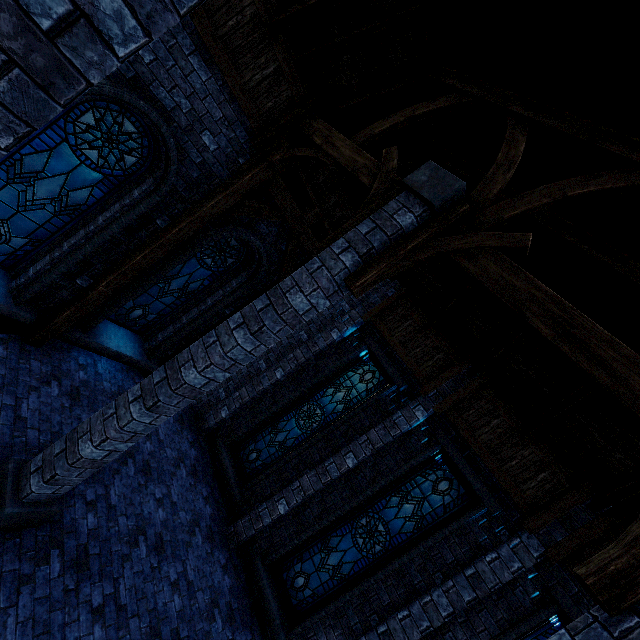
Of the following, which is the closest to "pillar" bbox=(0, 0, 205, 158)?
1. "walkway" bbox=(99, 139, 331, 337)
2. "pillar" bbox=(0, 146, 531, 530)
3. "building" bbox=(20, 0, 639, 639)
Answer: "building" bbox=(20, 0, 639, 639)

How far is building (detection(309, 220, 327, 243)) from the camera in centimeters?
793cm

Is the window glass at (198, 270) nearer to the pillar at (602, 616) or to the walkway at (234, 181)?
the walkway at (234, 181)

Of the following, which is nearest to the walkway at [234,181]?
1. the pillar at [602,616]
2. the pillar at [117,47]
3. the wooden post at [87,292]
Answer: the wooden post at [87,292]

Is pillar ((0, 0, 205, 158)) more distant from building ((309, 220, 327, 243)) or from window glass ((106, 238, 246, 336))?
window glass ((106, 238, 246, 336))

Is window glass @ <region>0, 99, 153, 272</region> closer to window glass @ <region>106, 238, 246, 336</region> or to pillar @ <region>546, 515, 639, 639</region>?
window glass @ <region>106, 238, 246, 336</region>

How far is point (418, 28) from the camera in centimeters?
486cm

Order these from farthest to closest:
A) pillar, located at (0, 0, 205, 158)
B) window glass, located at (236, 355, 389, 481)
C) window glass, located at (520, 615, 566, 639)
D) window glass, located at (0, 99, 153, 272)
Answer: window glass, located at (236, 355, 389, 481), window glass, located at (520, 615, 566, 639), window glass, located at (0, 99, 153, 272), pillar, located at (0, 0, 205, 158)
